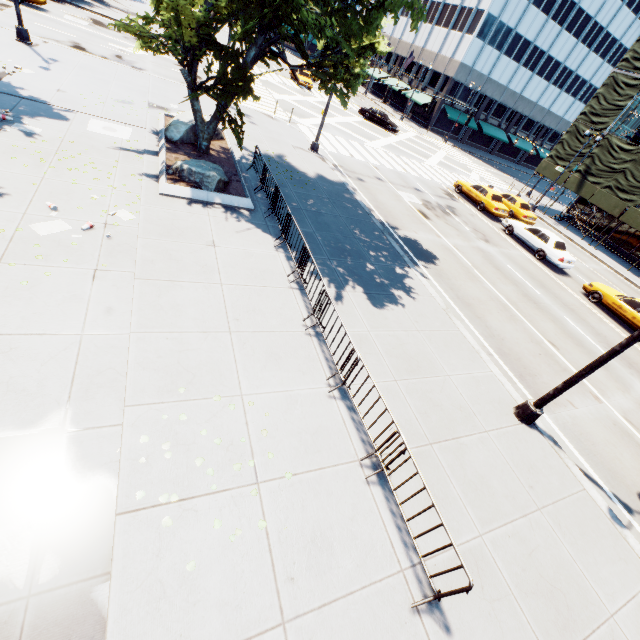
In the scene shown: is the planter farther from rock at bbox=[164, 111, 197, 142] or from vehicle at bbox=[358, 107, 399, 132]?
vehicle at bbox=[358, 107, 399, 132]

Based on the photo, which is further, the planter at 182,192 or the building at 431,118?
the building at 431,118

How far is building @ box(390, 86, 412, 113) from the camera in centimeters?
5266cm

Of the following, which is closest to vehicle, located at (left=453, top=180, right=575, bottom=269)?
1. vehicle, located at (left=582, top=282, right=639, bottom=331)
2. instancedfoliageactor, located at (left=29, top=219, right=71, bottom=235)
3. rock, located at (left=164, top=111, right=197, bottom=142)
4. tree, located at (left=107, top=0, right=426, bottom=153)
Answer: vehicle, located at (left=582, top=282, right=639, bottom=331)

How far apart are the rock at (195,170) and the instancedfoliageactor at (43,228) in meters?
4.3

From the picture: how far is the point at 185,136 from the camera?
13.73m

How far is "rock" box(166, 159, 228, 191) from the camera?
11.3 meters

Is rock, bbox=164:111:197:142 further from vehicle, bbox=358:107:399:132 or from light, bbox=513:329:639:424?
vehicle, bbox=358:107:399:132
